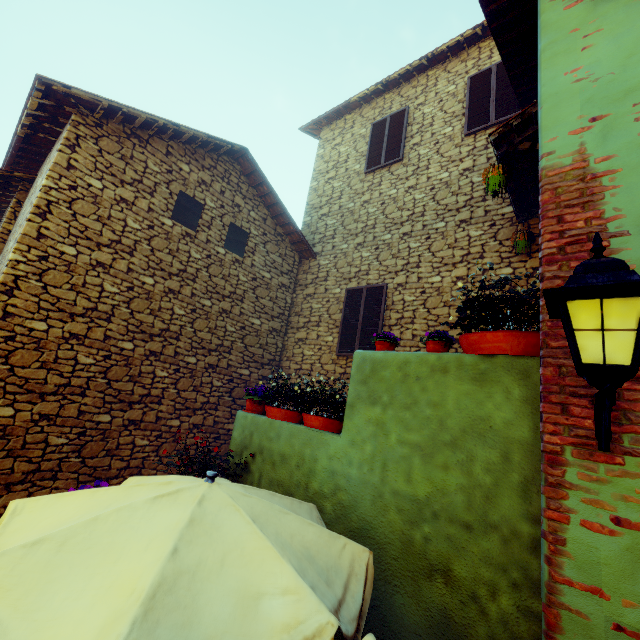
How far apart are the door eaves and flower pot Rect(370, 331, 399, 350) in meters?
3.0

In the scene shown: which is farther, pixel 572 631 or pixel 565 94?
pixel 565 94

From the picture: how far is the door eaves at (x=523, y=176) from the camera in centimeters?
415cm

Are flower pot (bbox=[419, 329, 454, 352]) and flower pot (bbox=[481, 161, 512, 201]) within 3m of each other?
yes

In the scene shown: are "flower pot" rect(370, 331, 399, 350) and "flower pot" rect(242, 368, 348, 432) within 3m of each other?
yes

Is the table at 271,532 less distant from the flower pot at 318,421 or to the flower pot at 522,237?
the flower pot at 318,421

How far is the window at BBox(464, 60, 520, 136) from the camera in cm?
658

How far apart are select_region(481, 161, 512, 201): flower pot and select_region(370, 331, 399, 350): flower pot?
2.4 meters
